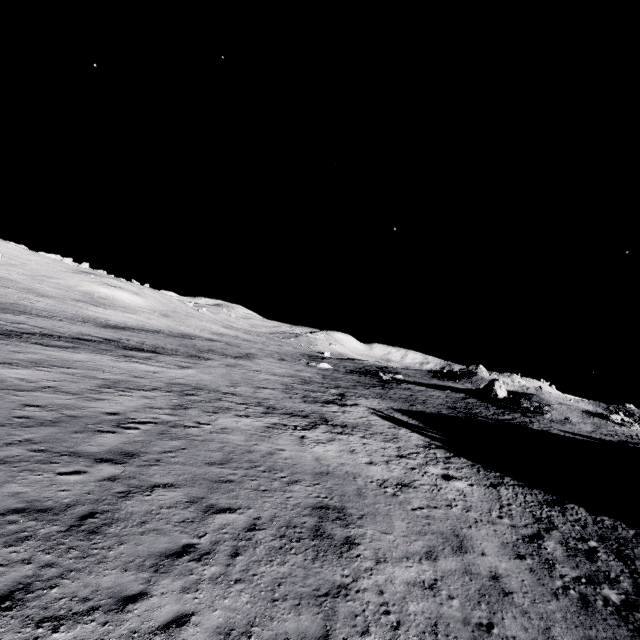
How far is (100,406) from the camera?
16.53m

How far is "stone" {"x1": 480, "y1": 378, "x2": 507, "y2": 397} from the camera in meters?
56.2 m

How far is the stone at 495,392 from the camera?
56.2m
